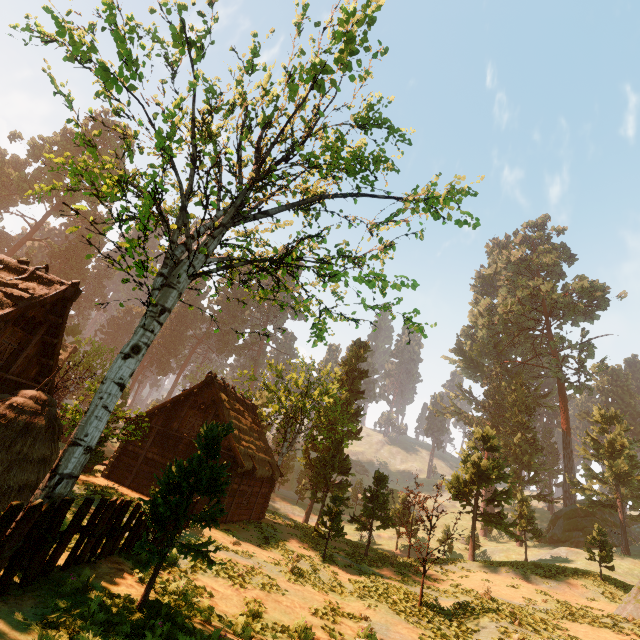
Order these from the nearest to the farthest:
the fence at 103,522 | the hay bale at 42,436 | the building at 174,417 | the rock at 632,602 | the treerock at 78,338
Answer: the fence at 103,522 < the treerock at 78,338 < the hay bale at 42,436 < the rock at 632,602 < the building at 174,417

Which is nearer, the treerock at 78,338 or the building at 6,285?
the treerock at 78,338

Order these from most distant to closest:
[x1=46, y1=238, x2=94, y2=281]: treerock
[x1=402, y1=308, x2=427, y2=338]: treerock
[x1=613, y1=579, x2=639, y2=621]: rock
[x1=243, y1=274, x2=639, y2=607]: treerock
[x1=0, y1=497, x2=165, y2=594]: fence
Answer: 1. [x1=46, y1=238, x2=94, y2=281]: treerock
2. [x1=243, y1=274, x2=639, y2=607]: treerock
3. [x1=613, y1=579, x2=639, y2=621]: rock
4. [x1=402, y1=308, x2=427, y2=338]: treerock
5. [x1=0, y1=497, x2=165, y2=594]: fence

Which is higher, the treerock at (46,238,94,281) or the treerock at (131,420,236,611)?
the treerock at (46,238,94,281)

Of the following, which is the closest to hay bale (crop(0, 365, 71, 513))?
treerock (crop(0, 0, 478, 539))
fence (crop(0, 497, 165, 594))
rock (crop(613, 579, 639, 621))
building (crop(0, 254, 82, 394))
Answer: building (crop(0, 254, 82, 394))

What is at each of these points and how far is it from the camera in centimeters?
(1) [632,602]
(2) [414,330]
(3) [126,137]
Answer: (1) rock, 1672cm
(2) treerock, 997cm
(3) treerock, 911cm

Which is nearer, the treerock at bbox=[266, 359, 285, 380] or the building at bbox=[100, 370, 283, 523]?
the building at bbox=[100, 370, 283, 523]
